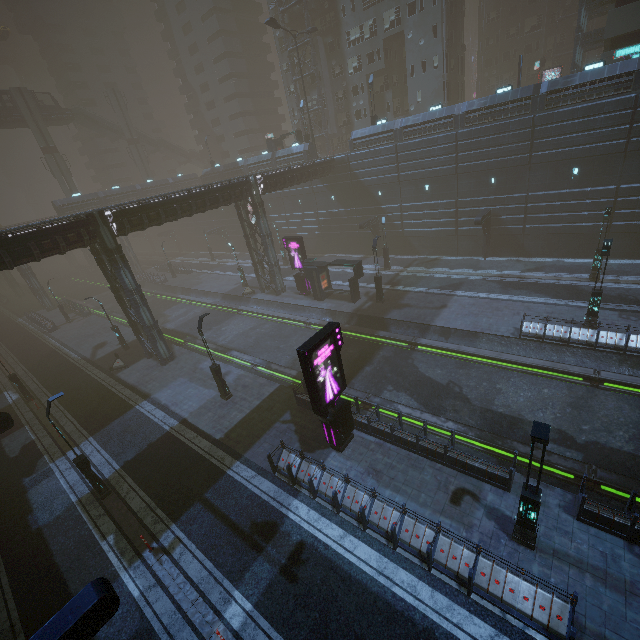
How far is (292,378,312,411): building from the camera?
17.7 meters

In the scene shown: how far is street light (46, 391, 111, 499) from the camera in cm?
1338

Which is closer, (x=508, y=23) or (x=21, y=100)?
(x=21, y=100)

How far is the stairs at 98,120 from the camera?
56.1 meters

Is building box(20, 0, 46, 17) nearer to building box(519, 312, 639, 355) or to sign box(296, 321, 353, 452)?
building box(519, 312, 639, 355)

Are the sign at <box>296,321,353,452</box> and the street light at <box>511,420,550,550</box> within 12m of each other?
yes

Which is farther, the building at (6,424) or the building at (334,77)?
the building at (334,77)

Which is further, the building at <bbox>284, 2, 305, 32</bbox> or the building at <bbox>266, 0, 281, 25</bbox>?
the building at <bbox>266, 0, 281, 25</bbox>
